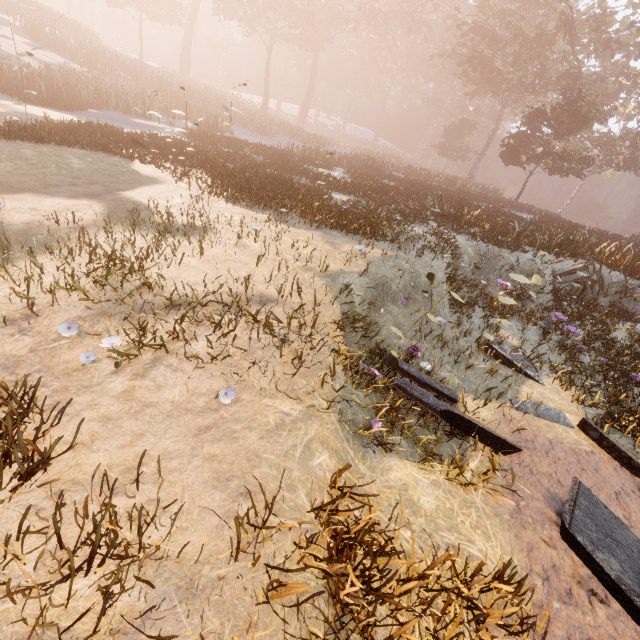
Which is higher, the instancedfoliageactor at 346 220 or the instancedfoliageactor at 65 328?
the instancedfoliageactor at 346 220

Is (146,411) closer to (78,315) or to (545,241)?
(78,315)

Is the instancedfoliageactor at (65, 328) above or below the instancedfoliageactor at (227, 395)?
above

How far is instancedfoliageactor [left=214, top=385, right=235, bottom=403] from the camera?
3.63m

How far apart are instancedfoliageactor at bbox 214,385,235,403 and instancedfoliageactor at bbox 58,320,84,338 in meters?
2.0

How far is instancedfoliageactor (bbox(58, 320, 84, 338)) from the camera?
3.8 meters

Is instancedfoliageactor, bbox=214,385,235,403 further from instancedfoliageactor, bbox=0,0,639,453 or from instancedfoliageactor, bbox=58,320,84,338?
instancedfoliageactor, bbox=0,0,639,453
